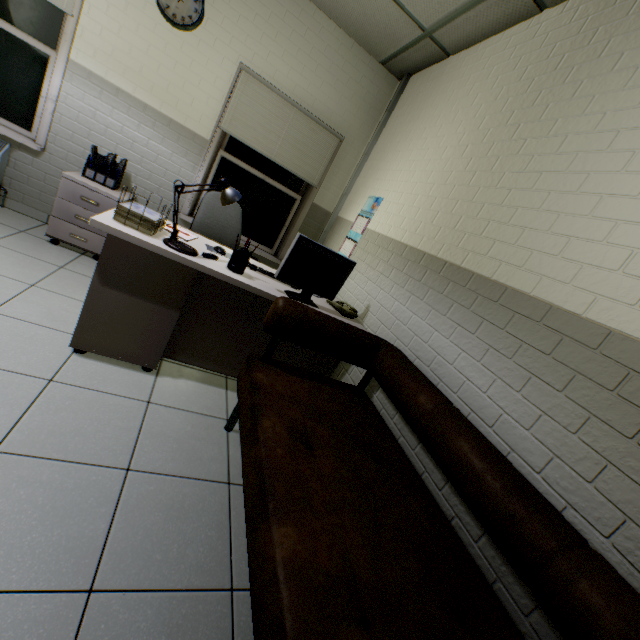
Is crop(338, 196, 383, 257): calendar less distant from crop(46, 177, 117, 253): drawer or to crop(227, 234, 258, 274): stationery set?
crop(227, 234, 258, 274): stationery set

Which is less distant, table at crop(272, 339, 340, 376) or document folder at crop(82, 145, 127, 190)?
table at crop(272, 339, 340, 376)

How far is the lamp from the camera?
1.8m

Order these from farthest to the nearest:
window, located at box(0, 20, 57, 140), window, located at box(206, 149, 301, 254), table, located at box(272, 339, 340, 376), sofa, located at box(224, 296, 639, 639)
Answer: window, located at box(206, 149, 301, 254), window, located at box(0, 20, 57, 140), table, located at box(272, 339, 340, 376), sofa, located at box(224, 296, 639, 639)

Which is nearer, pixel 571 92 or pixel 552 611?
pixel 552 611

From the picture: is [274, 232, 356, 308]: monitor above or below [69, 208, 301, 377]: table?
above

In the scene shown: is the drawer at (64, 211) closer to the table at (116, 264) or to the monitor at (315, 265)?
the table at (116, 264)

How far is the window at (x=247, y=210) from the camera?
3.8m
